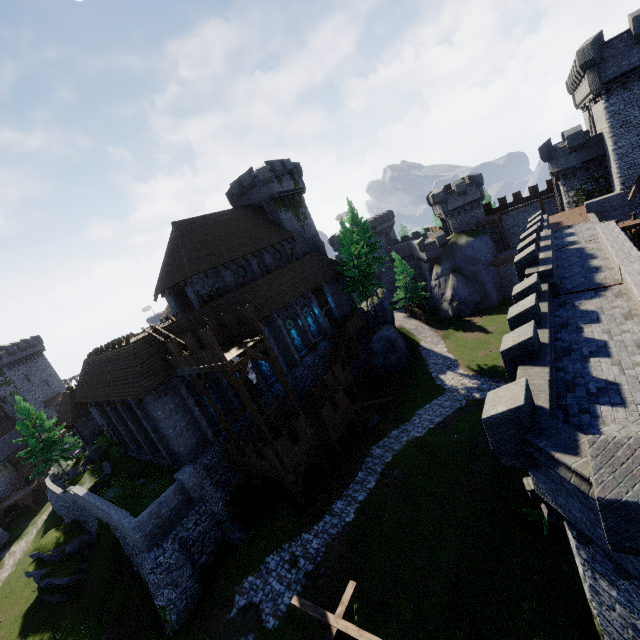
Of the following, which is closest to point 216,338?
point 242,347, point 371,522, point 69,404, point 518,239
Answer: point 242,347

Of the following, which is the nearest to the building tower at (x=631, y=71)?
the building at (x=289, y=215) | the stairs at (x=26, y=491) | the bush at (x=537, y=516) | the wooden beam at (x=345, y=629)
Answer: the bush at (x=537, y=516)

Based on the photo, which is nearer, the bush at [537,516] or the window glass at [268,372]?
the bush at [537,516]

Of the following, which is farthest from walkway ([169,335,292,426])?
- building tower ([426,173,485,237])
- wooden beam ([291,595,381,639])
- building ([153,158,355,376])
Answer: building tower ([426,173,485,237])

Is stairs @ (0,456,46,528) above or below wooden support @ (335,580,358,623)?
below

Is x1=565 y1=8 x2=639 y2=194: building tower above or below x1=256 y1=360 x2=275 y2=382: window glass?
above

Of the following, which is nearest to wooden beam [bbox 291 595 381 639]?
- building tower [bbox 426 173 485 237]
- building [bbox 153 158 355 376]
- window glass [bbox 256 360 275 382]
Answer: building [bbox 153 158 355 376]

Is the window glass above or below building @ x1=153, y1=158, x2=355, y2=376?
below
